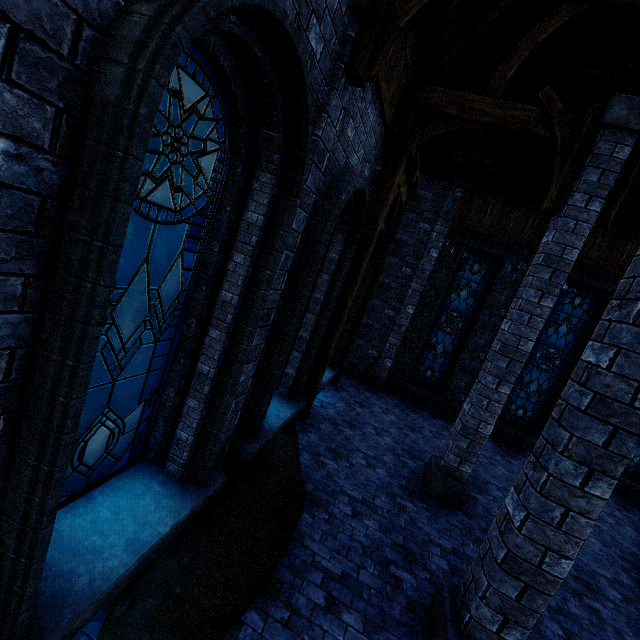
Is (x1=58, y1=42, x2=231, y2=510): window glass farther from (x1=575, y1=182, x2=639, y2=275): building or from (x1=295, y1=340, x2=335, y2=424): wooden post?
(x1=295, y1=340, x2=335, y2=424): wooden post

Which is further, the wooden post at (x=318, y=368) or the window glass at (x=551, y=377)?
the window glass at (x=551, y=377)

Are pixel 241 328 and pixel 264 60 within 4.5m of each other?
yes

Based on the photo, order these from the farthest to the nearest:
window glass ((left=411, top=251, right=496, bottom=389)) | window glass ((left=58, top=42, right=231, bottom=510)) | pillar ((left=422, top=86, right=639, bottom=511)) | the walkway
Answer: window glass ((left=411, top=251, right=496, bottom=389)) → the walkway → pillar ((left=422, top=86, right=639, bottom=511)) → window glass ((left=58, top=42, right=231, bottom=510))

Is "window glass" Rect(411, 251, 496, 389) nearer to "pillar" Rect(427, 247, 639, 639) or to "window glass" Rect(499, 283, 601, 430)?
"window glass" Rect(499, 283, 601, 430)

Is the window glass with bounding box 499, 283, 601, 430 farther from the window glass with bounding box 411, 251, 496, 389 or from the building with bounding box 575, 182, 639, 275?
the window glass with bounding box 411, 251, 496, 389

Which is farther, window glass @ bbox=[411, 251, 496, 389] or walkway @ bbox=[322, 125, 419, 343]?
window glass @ bbox=[411, 251, 496, 389]

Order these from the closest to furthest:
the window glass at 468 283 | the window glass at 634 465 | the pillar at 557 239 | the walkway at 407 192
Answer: the pillar at 557 239, the walkway at 407 192, the window glass at 634 465, the window glass at 468 283
